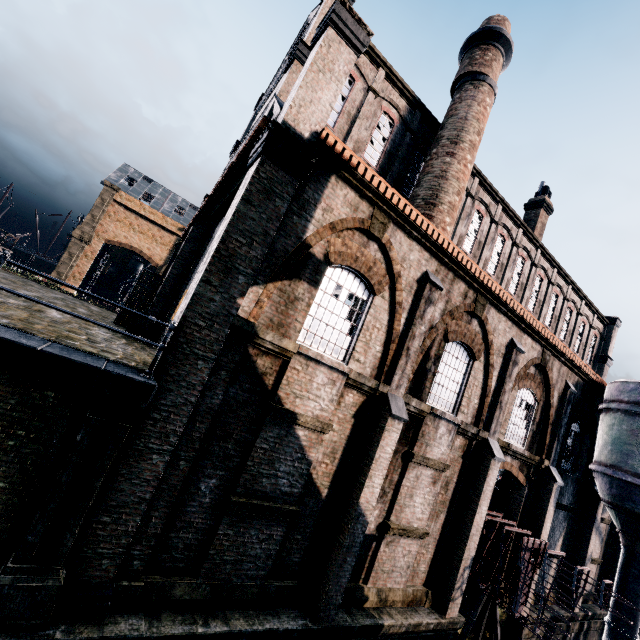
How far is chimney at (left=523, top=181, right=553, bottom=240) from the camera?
25.9m

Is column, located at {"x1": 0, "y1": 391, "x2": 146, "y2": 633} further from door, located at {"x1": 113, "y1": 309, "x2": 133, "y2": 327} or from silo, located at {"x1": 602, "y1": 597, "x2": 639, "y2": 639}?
silo, located at {"x1": 602, "y1": 597, "x2": 639, "y2": 639}

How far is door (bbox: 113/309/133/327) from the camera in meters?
16.1

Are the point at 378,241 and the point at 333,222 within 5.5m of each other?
yes

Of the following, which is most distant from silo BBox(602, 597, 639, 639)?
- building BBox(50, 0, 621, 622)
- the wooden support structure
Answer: the wooden support structure

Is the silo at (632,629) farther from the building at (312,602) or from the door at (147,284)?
the door at (147,284)

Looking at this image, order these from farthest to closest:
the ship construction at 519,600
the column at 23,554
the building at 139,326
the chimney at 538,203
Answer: the chimney at 538,203 → the building at 139,326 → the ship construction at 519,600 → the column at 23,554

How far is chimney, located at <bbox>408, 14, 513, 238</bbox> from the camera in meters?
15.3
